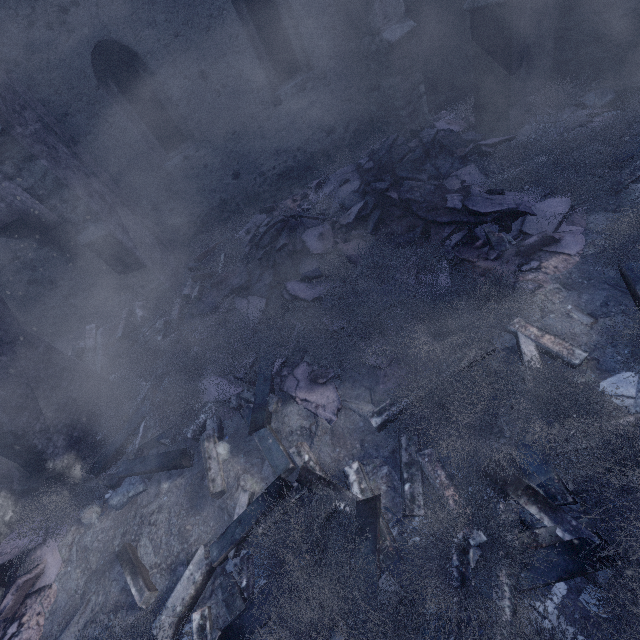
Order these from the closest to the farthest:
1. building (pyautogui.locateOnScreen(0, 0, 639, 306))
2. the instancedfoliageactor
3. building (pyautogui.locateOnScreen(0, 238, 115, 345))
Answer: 1. the instancedfoliageactor
2. building (pyautogui.locateOnScreen(0, 0, 639, 306))
3. building (pyautogui.locateOnScreen(0, 238, 115, 345))

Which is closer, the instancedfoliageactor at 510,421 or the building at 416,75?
the instancedfoliageactor at 510,421

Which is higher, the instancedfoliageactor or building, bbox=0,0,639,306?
building, bbox=0,0,639,306

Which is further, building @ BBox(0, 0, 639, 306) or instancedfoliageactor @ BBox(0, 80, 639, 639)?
building @ BBox(0, 0, 639, 306)

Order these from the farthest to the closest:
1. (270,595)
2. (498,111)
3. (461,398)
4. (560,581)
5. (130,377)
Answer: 1. (130,377)
2. (498,111)
3. (461,398)
4. (270,595)
5. (560,581)

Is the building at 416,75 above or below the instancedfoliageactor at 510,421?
above

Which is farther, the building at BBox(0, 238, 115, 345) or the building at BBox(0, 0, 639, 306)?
the building at BBox(0, 238, 115, 345)
